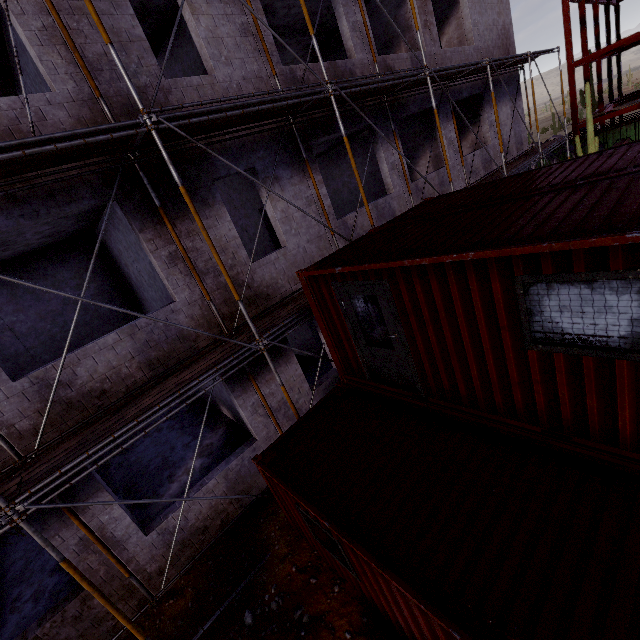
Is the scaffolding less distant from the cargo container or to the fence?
the cargo container

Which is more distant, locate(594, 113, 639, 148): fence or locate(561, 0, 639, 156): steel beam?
locate(594, 113, 639, 148): fence

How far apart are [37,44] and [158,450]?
11.2 meters

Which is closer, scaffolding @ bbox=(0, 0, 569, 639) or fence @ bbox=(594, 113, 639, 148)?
scaffolding @ bbox=(0, 0, 569, 639)

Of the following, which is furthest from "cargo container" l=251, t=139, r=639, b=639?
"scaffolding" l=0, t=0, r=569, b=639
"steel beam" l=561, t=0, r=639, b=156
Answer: "steel beam" l=561, t=0, r=639, b=156

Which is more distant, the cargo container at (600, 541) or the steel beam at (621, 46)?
the steel beam at (621, 46)

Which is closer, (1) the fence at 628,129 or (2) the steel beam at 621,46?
(2) the steel beam at 621,46

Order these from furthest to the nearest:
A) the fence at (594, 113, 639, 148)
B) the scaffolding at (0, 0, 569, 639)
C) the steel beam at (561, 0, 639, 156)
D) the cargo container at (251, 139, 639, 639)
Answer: the fence at (594, 113, 639, 148) < the steel beam at (561, 0, 639, 156) < the scaffolding at (0, 0, 569, 639) < the cargo container at (251, 139, 639, 639)
